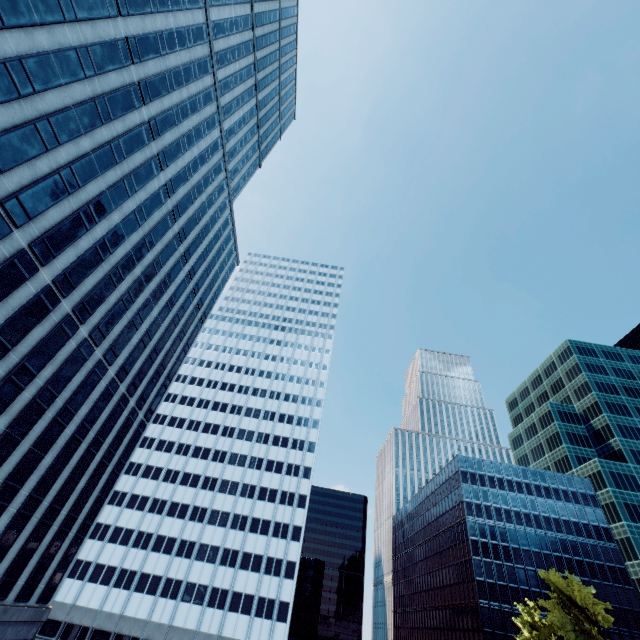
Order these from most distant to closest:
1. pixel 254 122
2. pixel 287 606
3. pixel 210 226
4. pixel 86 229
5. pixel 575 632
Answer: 1. pixel 254 122
2. pixel 287 606
3. pixel 210 226
4. pixel 575 632
5. pixel 86 229

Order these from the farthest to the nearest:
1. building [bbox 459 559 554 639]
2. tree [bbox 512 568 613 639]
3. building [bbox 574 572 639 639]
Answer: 1. building [bbox 574 572 639 639]
2. building [bbox 459 559 554 639]
3. tree [bbox 512 568 613 639]

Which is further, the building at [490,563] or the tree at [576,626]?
the building at [490,563]

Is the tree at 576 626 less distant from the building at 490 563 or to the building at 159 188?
the building at 159 188

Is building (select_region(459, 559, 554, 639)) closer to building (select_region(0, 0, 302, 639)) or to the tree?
the tree

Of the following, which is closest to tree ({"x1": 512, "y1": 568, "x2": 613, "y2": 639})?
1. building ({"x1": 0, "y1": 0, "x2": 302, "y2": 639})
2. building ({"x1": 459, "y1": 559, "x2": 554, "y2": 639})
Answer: building ({"x1": 0, "y1": 0, "x2": 302, "y2": 639})
